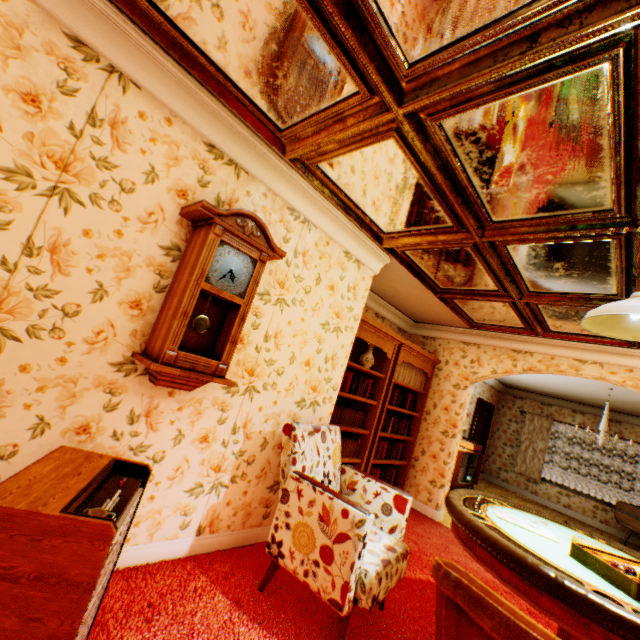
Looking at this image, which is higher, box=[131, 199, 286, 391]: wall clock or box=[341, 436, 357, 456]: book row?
box=[131, 199, 286, 391]: wall clock

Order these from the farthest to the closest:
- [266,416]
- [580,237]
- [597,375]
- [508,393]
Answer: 1. [508,393]
2. [597,375]
3. [266,416]
4. [580,237]

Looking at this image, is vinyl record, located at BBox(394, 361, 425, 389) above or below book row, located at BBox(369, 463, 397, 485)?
above

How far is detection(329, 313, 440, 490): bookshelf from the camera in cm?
439

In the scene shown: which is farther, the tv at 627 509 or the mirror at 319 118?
the tv at 627 509

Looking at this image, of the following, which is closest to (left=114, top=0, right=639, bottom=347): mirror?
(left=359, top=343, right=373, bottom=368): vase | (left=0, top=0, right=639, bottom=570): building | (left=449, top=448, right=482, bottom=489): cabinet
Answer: (left=0, top=0, right=639, bottom=570): building

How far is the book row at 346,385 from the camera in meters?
4.2 m

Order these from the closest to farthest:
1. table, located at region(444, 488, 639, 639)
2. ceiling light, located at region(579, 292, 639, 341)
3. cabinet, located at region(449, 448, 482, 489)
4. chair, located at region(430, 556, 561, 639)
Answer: chair, located at region(430, 556, 561, 639) → table, located at region(444, 488, 639, 639) → ceiling light, located at region(579, 292, 639, 341) → cabinet, located at region(449, 448, 482, 489)
